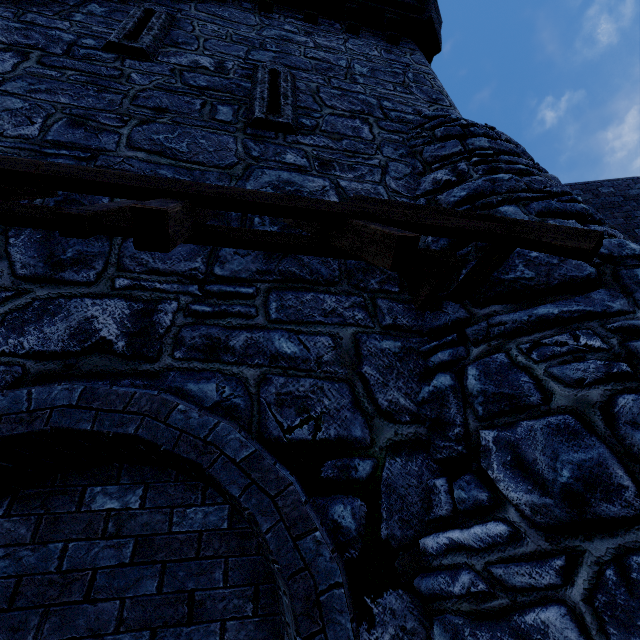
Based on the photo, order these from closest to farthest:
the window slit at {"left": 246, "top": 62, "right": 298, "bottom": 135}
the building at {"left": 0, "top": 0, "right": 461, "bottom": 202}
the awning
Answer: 1. the awning
2. the building at {"left": 0, "top": 0, "right": 461, "bottom": 202}
3. the window slit at {"left": 246, "top": 62, "right": 298, "bottom": 135}

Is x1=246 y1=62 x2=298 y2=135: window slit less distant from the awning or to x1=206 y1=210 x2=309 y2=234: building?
x1=206 y1=210 x2=309 y2=234: building

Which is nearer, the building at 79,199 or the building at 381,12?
the building at 79,199

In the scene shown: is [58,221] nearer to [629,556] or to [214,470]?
[214,470]

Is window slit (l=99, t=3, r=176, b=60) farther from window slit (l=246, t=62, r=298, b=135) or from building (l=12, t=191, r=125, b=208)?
window slit (l=246, t=62, r=298, b=135)

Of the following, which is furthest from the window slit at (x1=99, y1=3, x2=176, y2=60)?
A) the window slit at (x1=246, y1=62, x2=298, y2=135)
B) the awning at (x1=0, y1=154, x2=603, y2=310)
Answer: the awning at (x1=0, y1=154, x2=603, y2=310)

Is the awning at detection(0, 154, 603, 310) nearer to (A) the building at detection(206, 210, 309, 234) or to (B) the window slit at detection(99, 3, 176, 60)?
(A) the building at detection(206, 210, 309, 234)

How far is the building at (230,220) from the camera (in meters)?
3.22
